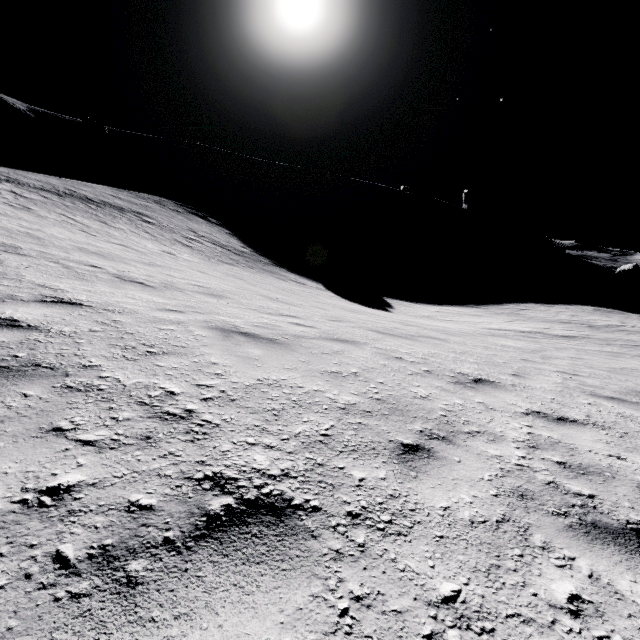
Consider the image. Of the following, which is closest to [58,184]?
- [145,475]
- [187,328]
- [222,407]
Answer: [187,328]
